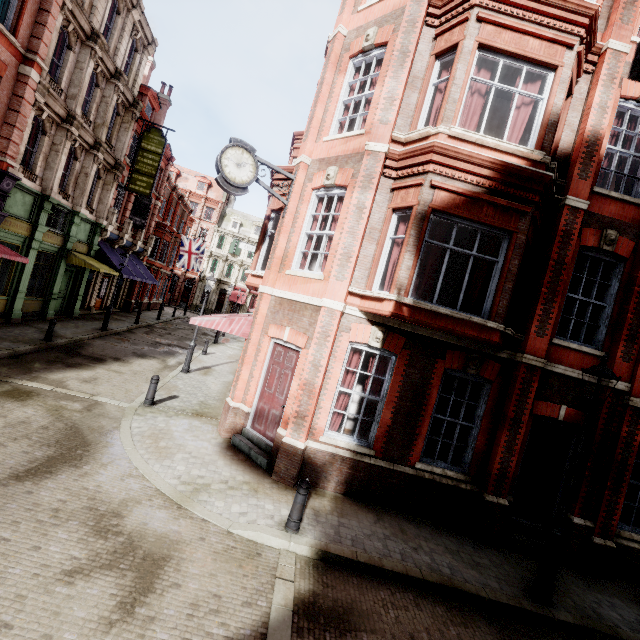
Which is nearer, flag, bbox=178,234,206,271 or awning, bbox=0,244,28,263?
awning, bbox=0,244,28,263

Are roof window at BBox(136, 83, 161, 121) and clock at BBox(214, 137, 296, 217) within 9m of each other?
no

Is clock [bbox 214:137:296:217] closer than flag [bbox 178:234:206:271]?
Yes

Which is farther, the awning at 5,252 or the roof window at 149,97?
the roof window at 149,97

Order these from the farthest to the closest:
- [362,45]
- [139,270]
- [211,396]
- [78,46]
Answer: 1. [139,270]
2. [78,46]
3. [211,396]
4. [362,45]

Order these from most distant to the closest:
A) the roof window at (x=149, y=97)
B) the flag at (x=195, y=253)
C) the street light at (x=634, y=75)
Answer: the flag at (x=195, y=253)
the roof window at (x=149, y=97)
the street light at (x=634, y=75)

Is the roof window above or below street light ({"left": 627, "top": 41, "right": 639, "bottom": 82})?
above

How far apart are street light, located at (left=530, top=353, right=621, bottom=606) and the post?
4.7m
